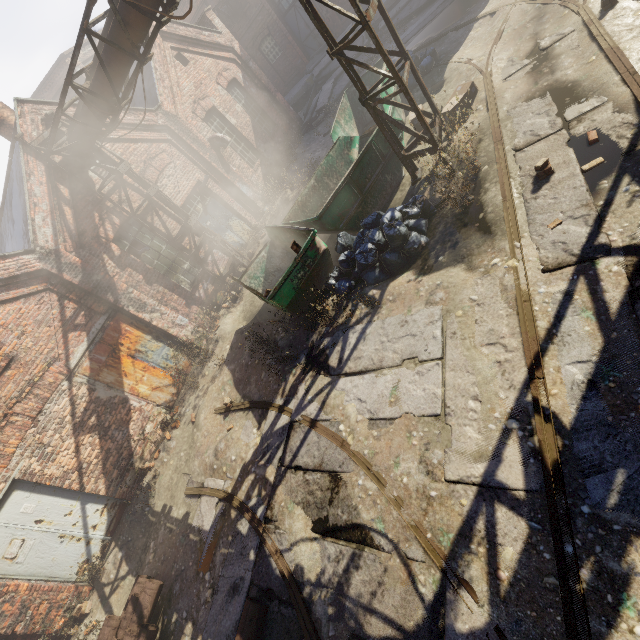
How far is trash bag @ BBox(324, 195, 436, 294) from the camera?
6.2 meters

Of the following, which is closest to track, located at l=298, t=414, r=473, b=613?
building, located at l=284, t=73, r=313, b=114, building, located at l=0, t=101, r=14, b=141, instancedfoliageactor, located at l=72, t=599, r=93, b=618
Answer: building, located at l=284, t=73, r=313, b=114

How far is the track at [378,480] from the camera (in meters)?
3.35

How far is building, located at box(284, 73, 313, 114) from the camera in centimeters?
2030cm

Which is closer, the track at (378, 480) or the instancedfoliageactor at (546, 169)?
the track at (378, 480)

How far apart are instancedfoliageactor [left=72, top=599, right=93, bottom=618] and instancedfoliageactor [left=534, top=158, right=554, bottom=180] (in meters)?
10.99

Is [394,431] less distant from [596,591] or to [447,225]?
[596,591]

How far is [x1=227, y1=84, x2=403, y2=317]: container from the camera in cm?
678
